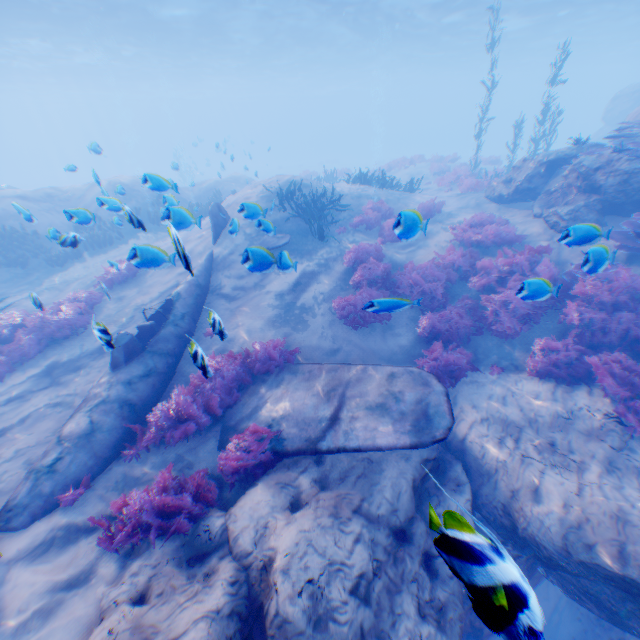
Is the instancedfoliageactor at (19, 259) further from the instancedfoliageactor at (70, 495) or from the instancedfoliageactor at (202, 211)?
the instancedfoliageactor at (70, 495)

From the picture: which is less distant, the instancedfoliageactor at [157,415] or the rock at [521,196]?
the instancedfoliageactor at [157,415]

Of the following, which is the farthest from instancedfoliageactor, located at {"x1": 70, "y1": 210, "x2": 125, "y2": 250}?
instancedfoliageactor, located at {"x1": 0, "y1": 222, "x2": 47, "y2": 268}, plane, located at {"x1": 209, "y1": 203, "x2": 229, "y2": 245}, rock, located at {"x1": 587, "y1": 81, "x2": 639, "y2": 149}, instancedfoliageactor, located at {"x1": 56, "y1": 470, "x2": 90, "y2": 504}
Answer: rock, located at {"x1": 587, "y1": 81, "x2": 639, "y2": 149}

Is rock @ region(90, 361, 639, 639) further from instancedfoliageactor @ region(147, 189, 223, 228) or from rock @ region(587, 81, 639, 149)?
rock @ region(587, 81, 639, 149)

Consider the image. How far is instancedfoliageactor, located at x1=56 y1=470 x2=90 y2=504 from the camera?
5.0m

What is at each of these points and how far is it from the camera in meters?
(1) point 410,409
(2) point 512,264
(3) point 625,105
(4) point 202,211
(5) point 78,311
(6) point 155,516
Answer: (1) plane, 5.5
(2) instancedfoliageactor, 9.1
(3) rock, 26.1
(4) instancedfoliageactor, 17.1
(5) instancedfoliageactor, 9.5
(6) instancedfoliageactor, 4.6

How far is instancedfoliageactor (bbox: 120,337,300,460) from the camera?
5.9m

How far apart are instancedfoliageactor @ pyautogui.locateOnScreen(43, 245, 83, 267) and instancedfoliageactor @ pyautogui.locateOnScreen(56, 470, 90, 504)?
12.0m
